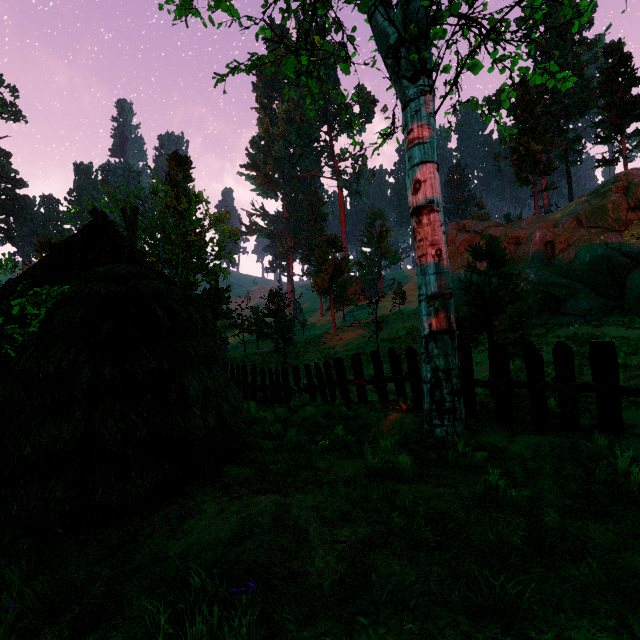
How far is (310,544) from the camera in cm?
260

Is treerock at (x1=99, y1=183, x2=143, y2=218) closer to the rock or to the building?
the building

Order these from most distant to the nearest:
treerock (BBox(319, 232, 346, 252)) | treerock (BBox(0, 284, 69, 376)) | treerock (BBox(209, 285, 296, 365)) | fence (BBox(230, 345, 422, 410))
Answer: treerock (BBox(319, 232, 346, 252)) → treerock (BBox(209, 285, 296, 365)) → treerock (BBox(0, 284, 69, 376)) → fence (BBox(230, 345, 422, 410))

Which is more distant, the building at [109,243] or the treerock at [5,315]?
the building at [109,243]

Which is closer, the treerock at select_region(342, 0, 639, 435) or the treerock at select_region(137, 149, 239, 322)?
the treerock at select_region(342, 0, 639, 435)

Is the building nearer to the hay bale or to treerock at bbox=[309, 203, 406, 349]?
treerock at bbox=[309, 203, 406, 349]

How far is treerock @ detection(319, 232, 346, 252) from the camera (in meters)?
36.56

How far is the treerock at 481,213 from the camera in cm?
4884
